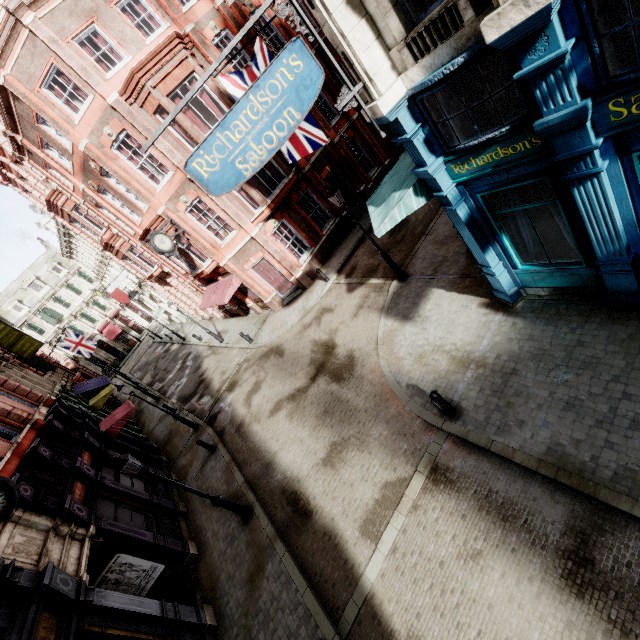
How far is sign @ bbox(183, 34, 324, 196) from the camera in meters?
5.5

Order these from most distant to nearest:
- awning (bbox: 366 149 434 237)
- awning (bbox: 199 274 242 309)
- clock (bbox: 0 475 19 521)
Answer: awning (bbox: 199 274 242 309) → awning (bbox: 366 149 434 237) → clock (bbox: 0 475 19 521)

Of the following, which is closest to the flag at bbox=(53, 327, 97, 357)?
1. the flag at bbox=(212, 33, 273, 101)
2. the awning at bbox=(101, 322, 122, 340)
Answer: the awning at bbox=(101, 322, 122, 340)

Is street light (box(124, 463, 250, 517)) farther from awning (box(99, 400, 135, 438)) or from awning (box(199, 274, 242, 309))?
awning (box(199, 274, 242, 309))

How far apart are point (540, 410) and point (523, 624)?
3.7m

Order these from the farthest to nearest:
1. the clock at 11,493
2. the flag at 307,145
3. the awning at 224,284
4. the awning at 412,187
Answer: the awning at 224,284
the flag at 307,145
the awning at 412,187
the clock at 11,493

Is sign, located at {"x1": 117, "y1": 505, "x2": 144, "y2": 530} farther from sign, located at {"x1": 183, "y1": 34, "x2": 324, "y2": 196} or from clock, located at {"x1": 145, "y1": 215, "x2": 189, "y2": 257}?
sign, located at {"x1": 183, "y1": 34, "x2": 324, "y2": 196}

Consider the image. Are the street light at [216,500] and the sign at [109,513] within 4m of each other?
yes
